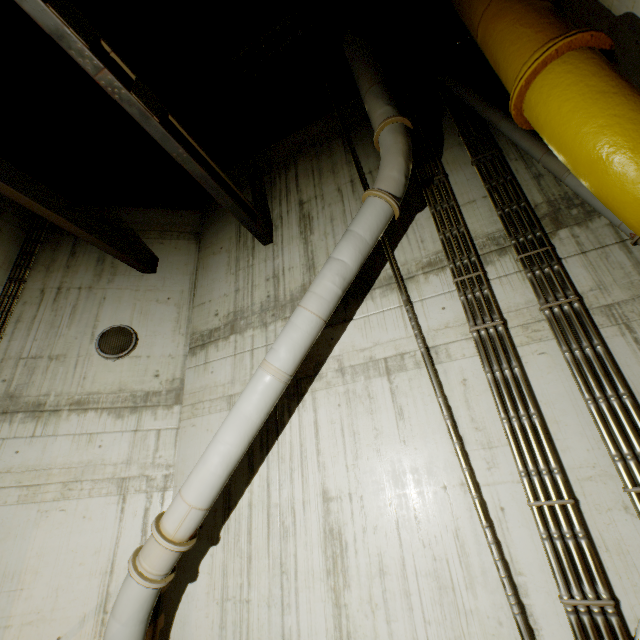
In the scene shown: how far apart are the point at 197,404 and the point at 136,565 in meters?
2.7

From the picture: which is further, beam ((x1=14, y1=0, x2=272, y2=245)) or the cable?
the cable

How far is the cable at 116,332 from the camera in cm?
683

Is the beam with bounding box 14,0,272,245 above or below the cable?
above

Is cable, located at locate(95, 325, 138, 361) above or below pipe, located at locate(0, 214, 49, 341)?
below

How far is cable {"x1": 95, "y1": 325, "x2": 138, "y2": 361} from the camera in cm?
683

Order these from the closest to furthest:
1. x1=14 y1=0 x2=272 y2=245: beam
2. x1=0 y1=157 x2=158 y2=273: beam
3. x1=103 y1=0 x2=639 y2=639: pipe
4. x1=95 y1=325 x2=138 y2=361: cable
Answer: x1=103 y1=0 x2=639 y2=639: pipe → x1=14 y1=0 x2=272 y2=245: beam → x1=0 y1=157 x2=158 y2=273: beam → x1=95 y1=325 x2=138 y2=361: cable

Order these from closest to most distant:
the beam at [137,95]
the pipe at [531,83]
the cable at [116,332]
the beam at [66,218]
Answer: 1. the pipe at [531,83]
2. the beam at [137,95]
3. the beam at [66,218]
4. the cable at [116,332]
